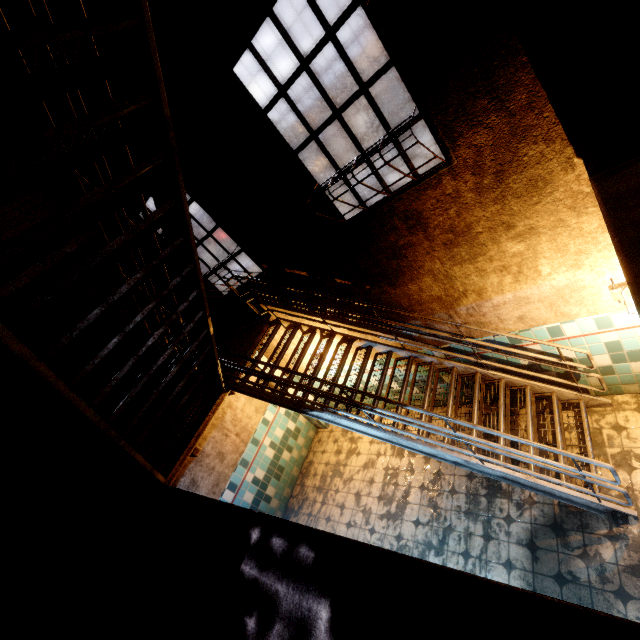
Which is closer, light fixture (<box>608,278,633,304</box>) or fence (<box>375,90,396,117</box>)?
light fixture (<box>608,278,633,304</box>)

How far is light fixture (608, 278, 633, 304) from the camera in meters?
3.1

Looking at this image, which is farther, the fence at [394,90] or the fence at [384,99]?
the fence at [394,90]

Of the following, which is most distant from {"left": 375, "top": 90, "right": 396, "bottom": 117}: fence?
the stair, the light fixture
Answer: the light fixture

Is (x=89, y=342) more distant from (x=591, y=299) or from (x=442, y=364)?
(x=591, y=299)

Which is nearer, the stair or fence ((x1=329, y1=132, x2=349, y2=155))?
the stair

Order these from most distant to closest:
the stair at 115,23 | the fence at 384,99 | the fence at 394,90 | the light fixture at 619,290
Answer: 1. the fence at 394,90
2. the fence at 384,99
3. the light fixture at 619,290
4. the stair at 115,23

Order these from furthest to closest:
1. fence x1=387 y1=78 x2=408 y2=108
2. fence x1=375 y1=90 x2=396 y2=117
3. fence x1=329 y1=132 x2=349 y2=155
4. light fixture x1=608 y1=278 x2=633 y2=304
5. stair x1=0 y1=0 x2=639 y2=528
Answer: fence x1=329 y1=132 x2=349 y2=155 < fence x1=387 y1=78 x2=408 y2=108 < fence x1=375 y1=90 x2=396 y2=117 < light fixture x1=608 y1=278 x2=633 y2=304 < stair x1=0 y1=0 x2=639 y2=528
